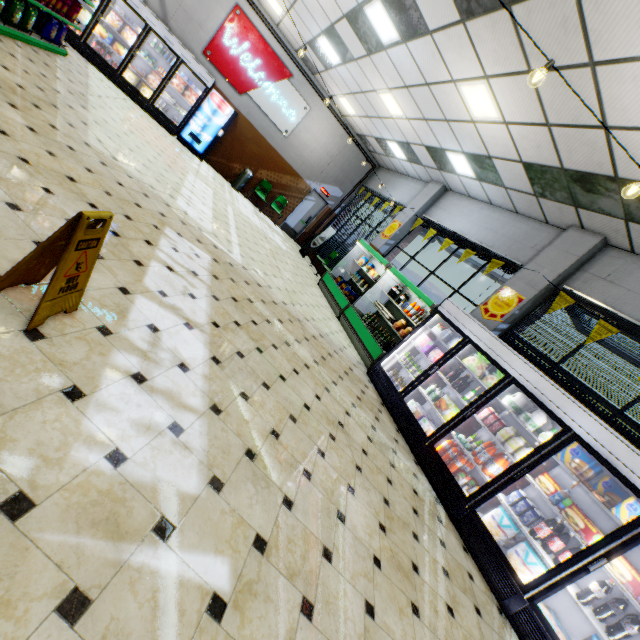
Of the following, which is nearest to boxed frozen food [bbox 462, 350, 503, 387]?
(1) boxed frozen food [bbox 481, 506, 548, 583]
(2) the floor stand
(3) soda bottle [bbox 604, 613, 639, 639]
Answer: (1) boxed frozen food [bbox 481, 506, 548, 583]

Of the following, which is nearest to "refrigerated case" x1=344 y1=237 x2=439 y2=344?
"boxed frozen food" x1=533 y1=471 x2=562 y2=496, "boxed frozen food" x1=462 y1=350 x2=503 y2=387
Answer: "boxed frozen food" x1=462 y1=350 x2=503 y2=387

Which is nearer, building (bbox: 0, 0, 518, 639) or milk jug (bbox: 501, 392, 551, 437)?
building (bbox: 0, 0, 518, 639)

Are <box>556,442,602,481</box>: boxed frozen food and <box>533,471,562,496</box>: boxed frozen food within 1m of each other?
yes

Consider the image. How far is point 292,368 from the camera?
4.2m

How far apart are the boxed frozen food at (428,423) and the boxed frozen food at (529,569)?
1.7 meters

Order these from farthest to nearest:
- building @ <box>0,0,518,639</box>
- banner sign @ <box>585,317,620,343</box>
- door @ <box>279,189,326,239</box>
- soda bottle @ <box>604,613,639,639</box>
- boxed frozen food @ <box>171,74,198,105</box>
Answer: door @ <box>279,189,326,239</box>, boxed frozen food @ <box>171,74,198,105</box>, banner sign @ <box>585,317,620,343</box>, soda bottle @ <box>604,613,639,639</box>, building @ <box>0,0,518,639</box>

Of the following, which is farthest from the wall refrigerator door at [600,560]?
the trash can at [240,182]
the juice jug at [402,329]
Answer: the trash can at [240,182]
